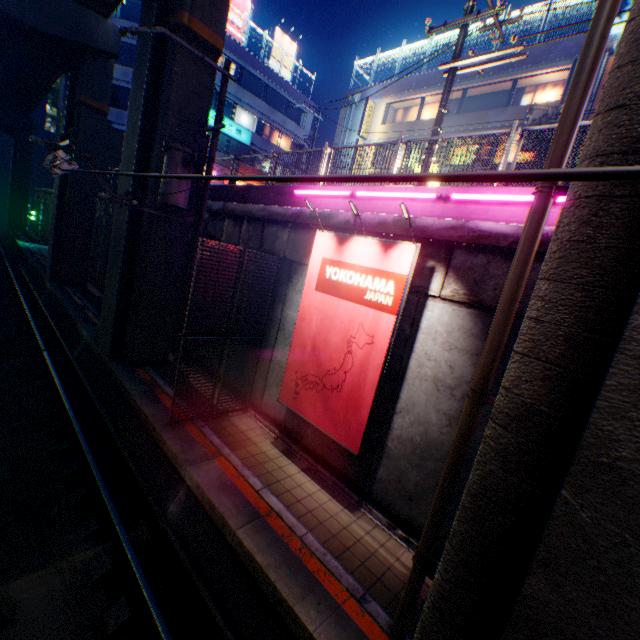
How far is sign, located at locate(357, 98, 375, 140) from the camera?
23.2 meters

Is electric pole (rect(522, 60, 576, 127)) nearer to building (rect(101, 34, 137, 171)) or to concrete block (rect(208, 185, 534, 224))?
building (rect(101, 34, 137, 171))

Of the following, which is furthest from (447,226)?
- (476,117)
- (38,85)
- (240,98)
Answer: (38,85)

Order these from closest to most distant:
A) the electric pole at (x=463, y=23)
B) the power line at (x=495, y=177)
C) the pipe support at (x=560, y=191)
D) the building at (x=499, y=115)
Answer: the power line at (x=495, y=177) → the pipe support at (x=560, y=191) → the electric pole at (x=463, y=23) → the building at (x=499, y=115)

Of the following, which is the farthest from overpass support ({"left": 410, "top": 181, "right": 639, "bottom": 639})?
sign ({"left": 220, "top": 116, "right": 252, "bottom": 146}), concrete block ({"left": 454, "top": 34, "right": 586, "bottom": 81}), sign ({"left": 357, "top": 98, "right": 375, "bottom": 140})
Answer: sign ({"left": 357, "top": 98, "right": 375, "bottom": 140})

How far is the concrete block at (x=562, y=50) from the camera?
15.91m

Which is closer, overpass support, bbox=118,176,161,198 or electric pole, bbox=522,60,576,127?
overpass support, bbox=118,176,161,198

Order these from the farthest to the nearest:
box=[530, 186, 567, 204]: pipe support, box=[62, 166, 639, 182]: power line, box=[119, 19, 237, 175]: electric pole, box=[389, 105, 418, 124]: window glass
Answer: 1. box=[389, 105, 418, 124]: window glass
2. box=[119, 19, 237, 175]: electric pole
3. box=[530, 186, 567, 204]: pipe support
4. box=[62, 166, 639, 182]: power line
